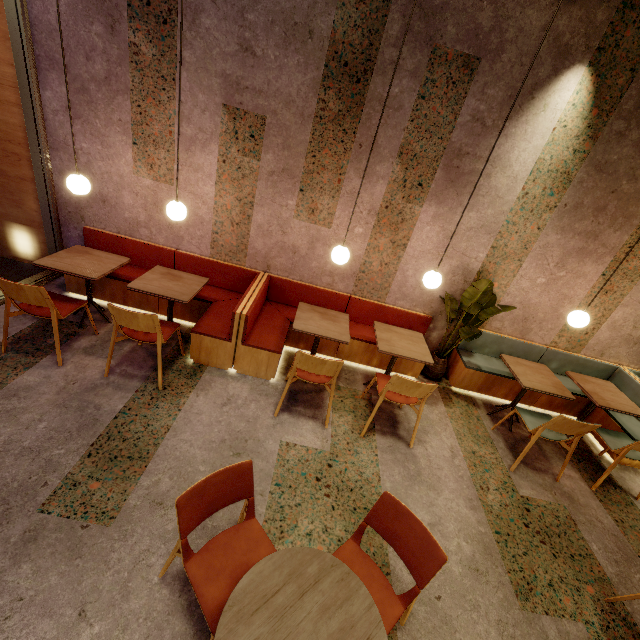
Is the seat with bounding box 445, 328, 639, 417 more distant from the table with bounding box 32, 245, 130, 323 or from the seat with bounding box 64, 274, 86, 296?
the table with bounding box 32, 245, 130, 323

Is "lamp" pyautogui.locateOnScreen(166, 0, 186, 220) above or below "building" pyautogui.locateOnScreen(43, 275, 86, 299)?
above

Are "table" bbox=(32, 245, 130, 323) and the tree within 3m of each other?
no

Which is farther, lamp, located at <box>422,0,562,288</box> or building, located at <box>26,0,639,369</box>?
building, located at <box>26,0,639,369</box>

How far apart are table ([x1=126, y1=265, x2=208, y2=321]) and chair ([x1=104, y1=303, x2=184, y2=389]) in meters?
0.2

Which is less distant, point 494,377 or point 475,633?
point 475,633

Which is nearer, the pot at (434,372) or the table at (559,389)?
the table at (559,389)

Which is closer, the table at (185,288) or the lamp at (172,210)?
the lamp at (172,210)
